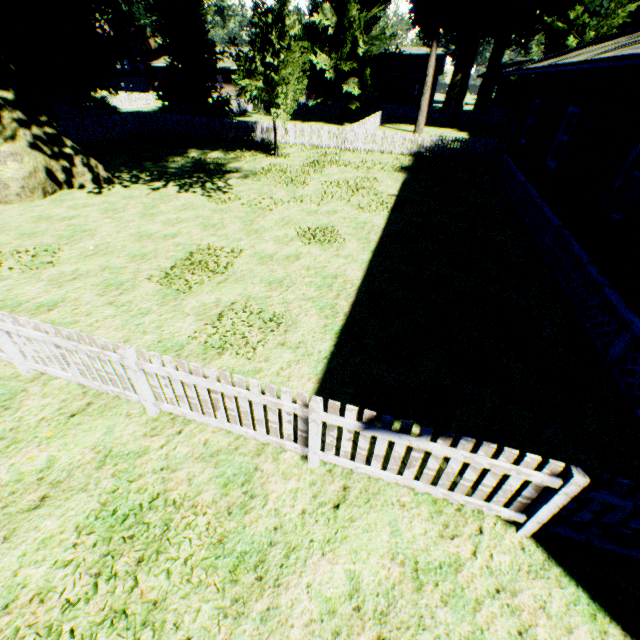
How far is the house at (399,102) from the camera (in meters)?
41.12

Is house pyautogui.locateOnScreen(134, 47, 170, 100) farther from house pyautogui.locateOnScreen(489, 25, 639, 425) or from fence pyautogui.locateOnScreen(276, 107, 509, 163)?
house pyautogui.locateOnScreen(489, 25, 639, 425)

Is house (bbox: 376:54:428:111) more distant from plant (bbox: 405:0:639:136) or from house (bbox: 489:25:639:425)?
house (bbox: 489:25:639:425)

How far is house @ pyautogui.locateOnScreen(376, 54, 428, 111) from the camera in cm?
4112

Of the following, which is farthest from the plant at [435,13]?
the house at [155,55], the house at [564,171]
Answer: the house at [155,55]

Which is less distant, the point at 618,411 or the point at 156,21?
the point at 618,411

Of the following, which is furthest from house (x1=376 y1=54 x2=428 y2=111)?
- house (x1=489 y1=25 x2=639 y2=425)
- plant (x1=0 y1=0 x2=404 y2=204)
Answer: house (x1=489 y1=25 x2=639 y2=425)
